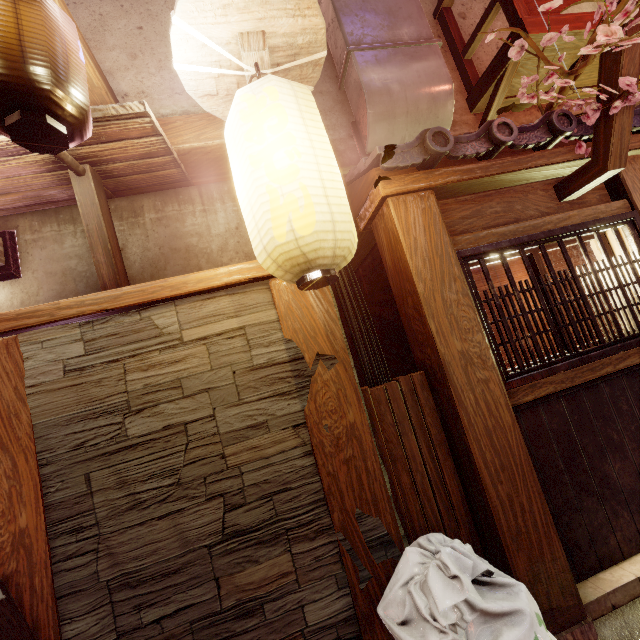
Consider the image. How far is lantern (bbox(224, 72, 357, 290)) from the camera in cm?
282

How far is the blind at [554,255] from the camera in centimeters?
571cm

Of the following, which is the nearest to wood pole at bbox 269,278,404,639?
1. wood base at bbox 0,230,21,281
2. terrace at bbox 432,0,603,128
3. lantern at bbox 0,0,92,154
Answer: lantern at bbox 0,0,92,154

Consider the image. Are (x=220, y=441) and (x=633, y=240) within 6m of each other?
no

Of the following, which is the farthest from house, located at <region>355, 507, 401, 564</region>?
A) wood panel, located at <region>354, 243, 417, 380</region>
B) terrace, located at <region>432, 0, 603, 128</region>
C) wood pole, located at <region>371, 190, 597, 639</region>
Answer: terrace, located at <region>432, 0, 603, 128</region>

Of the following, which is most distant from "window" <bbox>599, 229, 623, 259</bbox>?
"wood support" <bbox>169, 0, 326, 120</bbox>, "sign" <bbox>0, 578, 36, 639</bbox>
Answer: "sign" <bbox>0, 578, 36, 639</bbox>

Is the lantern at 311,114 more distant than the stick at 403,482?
No

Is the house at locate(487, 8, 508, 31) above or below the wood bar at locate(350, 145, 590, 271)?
above
